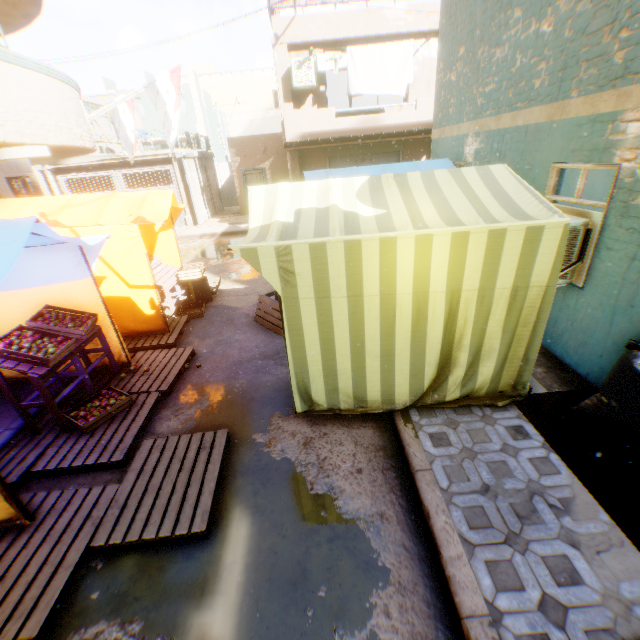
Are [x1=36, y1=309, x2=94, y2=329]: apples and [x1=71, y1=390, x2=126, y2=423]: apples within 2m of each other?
yes

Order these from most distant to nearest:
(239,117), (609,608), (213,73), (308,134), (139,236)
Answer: (213,73), (239,117), (308,134), (139,236), (609,608)

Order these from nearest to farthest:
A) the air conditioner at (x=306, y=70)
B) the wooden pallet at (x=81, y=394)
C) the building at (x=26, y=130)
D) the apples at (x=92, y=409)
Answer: the apples at (x=92, y=409) → the wooden pallet at (x=81, y=394) → the building at (x=26, y=130) → the air conditioner at (x=306, y=70)

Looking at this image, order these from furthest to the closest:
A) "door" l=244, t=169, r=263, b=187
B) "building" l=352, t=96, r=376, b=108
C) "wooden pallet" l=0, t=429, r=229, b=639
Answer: "building" l=352, t=96, r=376, b=108, "door" l=244, t=169, r=263, b=187, "wooden pallet" l=0, t=429, r=229, b=639

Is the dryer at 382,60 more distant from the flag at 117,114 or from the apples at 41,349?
the apples at 41,349

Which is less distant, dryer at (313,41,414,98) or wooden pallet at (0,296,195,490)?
wooden pallet at (0,296,195,490)

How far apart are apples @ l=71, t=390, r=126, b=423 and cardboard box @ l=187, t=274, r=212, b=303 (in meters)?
3.26

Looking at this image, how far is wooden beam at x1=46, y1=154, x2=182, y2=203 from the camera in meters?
16.0 m
